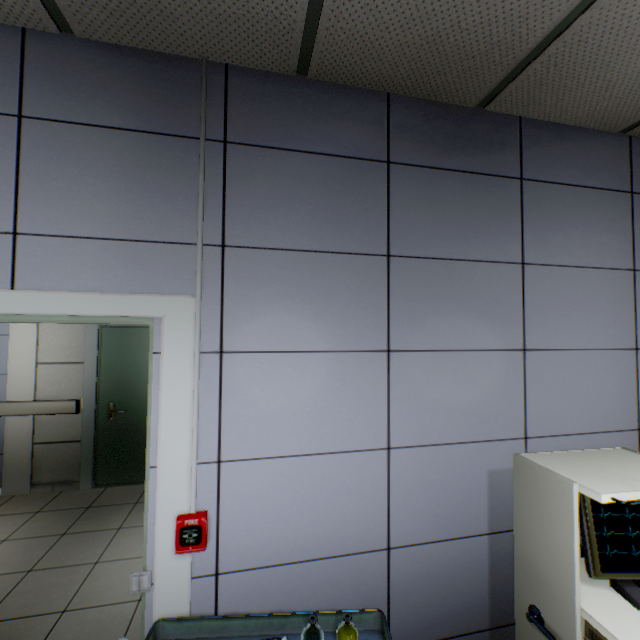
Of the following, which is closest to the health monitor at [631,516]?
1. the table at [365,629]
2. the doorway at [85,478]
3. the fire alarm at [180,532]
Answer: the table at [365,629]

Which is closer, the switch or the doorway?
the switch

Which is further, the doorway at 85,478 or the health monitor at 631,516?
the doorway at 85,478

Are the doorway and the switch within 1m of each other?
no

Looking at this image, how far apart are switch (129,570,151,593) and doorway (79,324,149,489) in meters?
3.2 m

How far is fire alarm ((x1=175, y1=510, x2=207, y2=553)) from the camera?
1.3 meters

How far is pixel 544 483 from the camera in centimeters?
124cm

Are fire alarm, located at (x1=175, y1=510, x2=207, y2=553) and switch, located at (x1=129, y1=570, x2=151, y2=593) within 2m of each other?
yes
